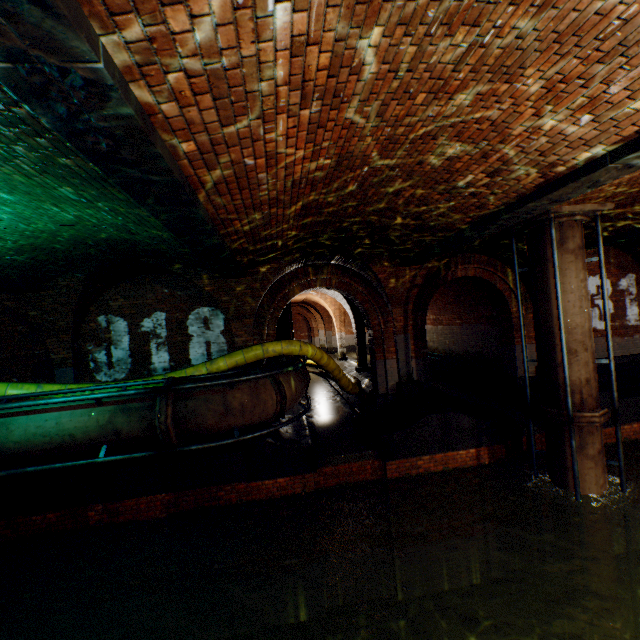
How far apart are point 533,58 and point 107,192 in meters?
4.2 m

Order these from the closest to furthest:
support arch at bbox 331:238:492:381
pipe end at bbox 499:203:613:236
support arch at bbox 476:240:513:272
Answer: pipe end at bbox 499:203:613:236 < support arch at bbox 331:238:492:381 < support arch at bbox 476:240:513:272

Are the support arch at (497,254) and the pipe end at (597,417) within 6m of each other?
yes

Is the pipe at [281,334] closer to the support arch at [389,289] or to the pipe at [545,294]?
the support arch at [389,289]

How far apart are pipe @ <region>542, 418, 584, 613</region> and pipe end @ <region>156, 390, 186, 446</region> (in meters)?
7.62

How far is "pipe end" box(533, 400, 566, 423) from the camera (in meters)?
6.72

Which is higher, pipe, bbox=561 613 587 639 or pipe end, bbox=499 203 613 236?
pipe end, bbox=499 203 613 236

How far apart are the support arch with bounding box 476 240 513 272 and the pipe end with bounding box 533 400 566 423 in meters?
3.7 m
